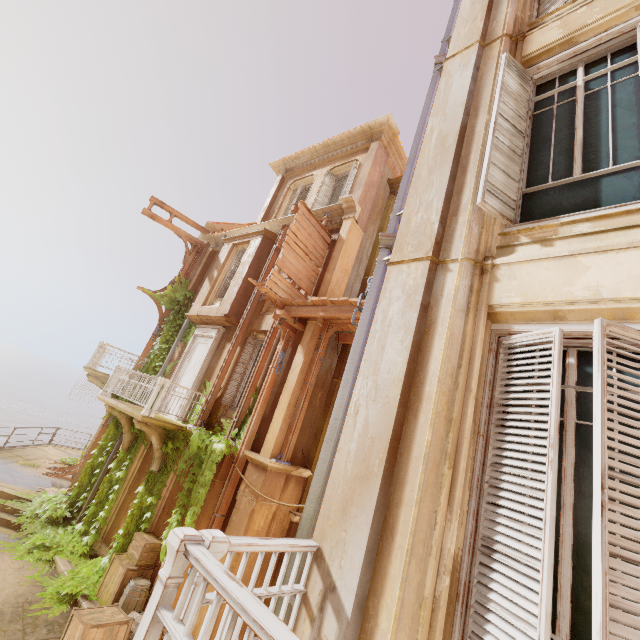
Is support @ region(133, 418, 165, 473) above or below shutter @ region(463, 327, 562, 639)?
below

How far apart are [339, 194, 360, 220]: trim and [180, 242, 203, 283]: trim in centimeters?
832cm

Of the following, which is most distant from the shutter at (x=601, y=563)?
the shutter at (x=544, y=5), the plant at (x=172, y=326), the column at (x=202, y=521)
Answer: the column at (x=202, y=521)

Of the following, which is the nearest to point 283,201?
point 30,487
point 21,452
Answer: point 30,487

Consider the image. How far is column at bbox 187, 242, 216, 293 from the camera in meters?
15.1

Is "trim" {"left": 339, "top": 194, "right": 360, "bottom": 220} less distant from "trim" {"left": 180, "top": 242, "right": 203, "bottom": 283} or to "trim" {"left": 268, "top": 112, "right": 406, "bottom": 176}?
"trim" {"left": 268, "top": 112, "right": 406, "bottom": 176}

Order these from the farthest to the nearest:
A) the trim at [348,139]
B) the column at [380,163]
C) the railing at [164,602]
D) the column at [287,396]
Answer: the trim at [348,139] < the column at [380,163] < the column at [287,396] < the railing at [164,602]

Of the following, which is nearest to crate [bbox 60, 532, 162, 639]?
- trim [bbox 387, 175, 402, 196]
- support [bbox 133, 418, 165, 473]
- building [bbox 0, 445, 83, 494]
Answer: building [bbox 0, 445, 83, 494]
